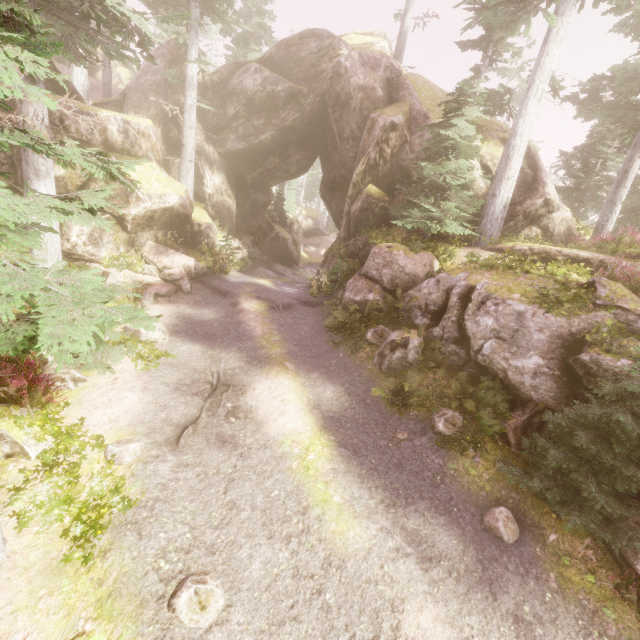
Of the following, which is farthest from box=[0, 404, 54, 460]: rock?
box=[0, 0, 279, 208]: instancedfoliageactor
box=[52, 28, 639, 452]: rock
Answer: box=[52, 28, 639, 452]: rock

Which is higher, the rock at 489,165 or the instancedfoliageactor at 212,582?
the rock at 489,165

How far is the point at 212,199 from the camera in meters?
22.2 m

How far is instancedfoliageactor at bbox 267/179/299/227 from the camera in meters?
29.8 m

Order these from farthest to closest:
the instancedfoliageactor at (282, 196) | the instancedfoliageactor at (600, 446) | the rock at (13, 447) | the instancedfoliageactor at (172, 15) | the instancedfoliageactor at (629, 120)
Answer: the instancedfoliageactor at (282, 196) < the instancedfoliageactor at (629, 120) < the rock at (13, 447) < the instancedfoliageactor at (600, 446) < the instancedfoliageactor at (172, 15)

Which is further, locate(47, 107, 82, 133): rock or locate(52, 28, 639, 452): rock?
locate(47, 107, 82, 133): rock

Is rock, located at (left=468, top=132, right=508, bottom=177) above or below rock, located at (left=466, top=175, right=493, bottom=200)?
above
